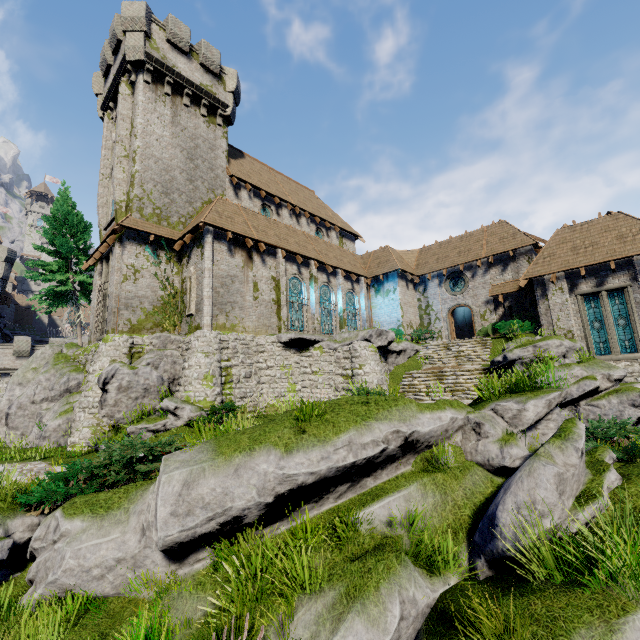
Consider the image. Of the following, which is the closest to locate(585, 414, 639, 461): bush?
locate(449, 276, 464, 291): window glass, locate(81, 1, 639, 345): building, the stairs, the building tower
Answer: the stairs

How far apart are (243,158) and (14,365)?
33.0 meters

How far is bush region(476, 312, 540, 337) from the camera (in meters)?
19.72

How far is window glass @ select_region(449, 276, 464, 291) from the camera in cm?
2555

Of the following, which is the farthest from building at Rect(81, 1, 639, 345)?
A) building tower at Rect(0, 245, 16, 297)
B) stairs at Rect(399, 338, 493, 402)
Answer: building tower at Rect(0, 245, 16, 297)

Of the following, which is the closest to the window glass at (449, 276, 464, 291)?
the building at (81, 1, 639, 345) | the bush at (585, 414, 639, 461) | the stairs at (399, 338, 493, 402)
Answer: the building at (81, 1, 639, 345)

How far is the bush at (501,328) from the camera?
19.7m

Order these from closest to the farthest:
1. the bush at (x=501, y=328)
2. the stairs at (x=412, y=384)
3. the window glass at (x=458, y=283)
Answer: the stairs at (x=412, y=384)
the bush at (x=501, y=328)
the window glass at (x=458, y=283)
